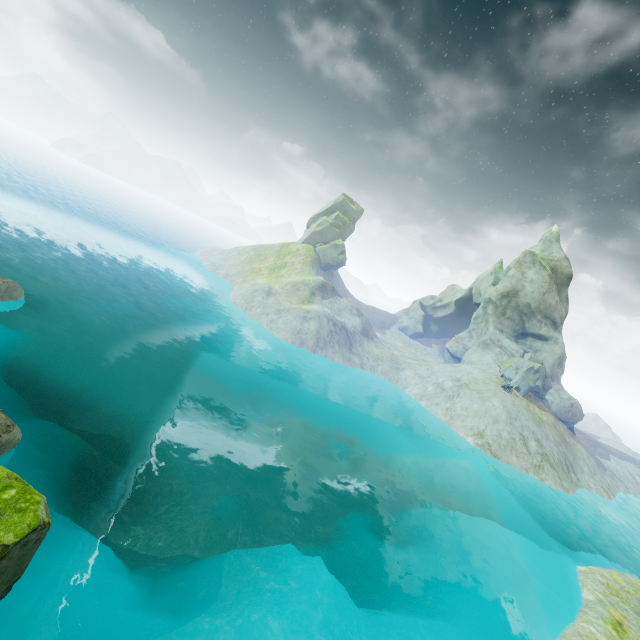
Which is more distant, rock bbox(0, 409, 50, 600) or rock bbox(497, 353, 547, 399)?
rock bbox(497, 353, 547, 399)

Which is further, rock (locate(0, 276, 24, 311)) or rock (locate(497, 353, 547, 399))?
rock (locate(497, 353, 547, 399))

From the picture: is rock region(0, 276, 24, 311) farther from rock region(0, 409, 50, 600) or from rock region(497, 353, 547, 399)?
rock region(497, 353, 547, 399)

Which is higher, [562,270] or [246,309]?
[562,270]

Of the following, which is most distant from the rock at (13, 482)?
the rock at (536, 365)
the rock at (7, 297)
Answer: the rock at (536, 365)

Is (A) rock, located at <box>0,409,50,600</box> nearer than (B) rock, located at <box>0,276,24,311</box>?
Yes

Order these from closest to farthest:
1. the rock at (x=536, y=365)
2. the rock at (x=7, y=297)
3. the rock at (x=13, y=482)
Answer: the rock at (x=13, y=482), the rock at (x=7, y=297), the rock at (x=536, y=365)
